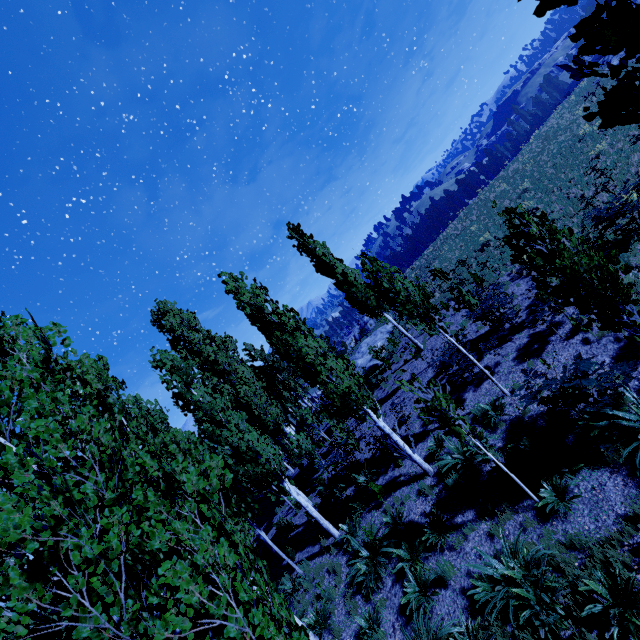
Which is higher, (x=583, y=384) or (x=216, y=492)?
(x=216, y=492)

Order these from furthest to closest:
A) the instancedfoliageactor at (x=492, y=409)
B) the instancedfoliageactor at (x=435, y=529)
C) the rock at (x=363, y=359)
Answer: the rock at (x=363, y=359), the instancedfoliageactor at (x=492, y=409), the instancedfoliageactor at (x=435, y=529)

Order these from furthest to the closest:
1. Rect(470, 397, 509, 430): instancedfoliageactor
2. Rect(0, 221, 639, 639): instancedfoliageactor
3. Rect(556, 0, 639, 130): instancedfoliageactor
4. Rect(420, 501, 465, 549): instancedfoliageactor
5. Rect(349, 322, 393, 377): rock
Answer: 1. Rect(349, 322, 393, 377): rock
2. Rect(470, 397, 509, 430): instancedfoliageactor
3. Rect(420, 501, 465, 549): instancedfoliageactor
4. Rect(0, 221, 639, 639): instancedfoliageactor
5. Rect(556, 0, 639, 130): instancedfoliageactor

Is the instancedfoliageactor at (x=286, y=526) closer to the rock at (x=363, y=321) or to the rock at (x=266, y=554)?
the rock at (x=266, y=554)

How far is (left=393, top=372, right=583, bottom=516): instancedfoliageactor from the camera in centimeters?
711cm

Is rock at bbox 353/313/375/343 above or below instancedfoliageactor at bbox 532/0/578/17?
below

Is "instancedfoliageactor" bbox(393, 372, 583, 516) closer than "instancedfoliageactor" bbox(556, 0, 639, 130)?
No
